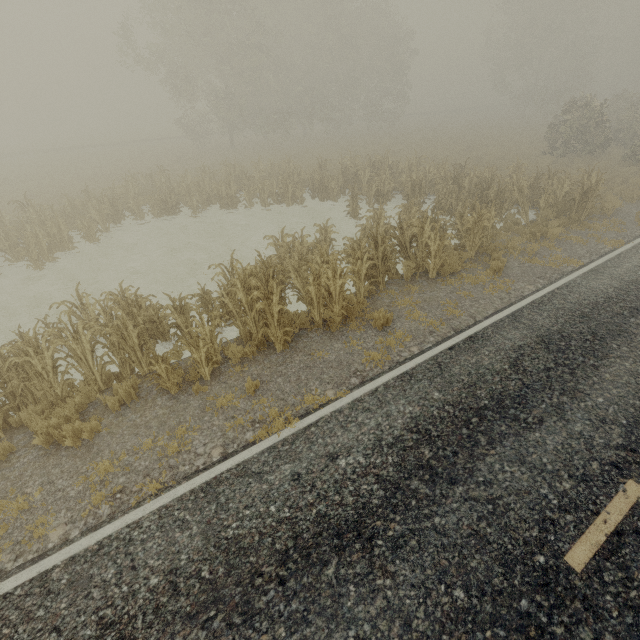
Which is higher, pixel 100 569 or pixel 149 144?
pixel 149 144
